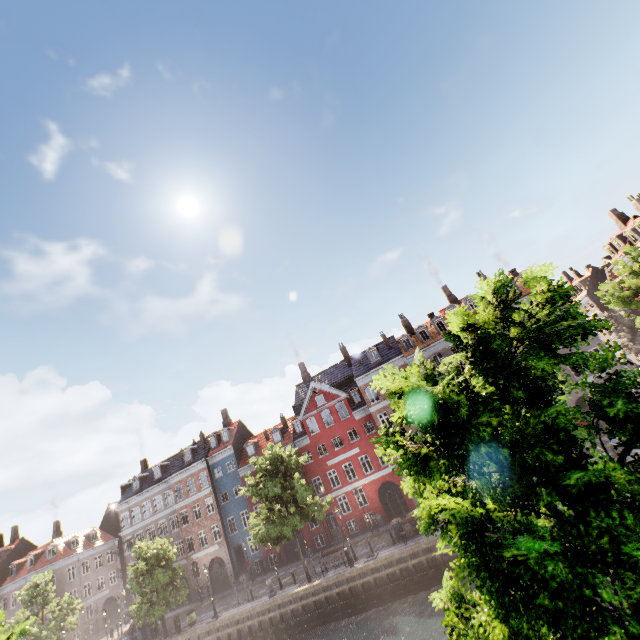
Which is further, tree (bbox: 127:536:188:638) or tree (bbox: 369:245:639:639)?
tree (bbox: 127:536:188:638)

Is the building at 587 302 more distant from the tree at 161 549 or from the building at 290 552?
the building at 290 552

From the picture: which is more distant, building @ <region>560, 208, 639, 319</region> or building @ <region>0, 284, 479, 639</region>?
building @ <region>560, 208, 639, 319</region>

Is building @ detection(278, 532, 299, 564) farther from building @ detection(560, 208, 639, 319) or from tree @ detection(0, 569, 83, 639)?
building @ detection(560, 208, 639, 319)

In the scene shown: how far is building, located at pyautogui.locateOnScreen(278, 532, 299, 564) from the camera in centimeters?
3431cm

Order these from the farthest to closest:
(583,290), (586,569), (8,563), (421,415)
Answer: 1. (8,563)
2. (583,290)
3. (421,415)
4. (586,569)

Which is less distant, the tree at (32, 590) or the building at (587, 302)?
the tree at (32, 590)
